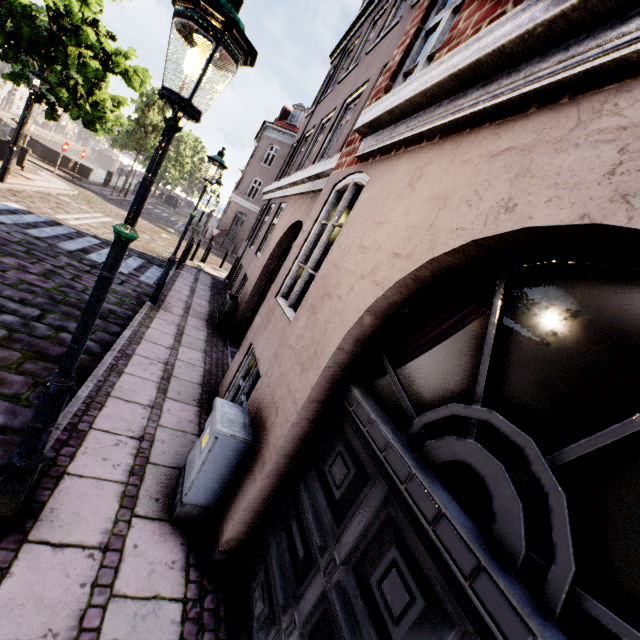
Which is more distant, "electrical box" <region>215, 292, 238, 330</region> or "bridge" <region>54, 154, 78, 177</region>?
"bridge" <region>54, 154, 78, 177</region>

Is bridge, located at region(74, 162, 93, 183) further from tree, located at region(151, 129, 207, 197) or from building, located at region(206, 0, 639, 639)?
building, located at region(206, 0, 639, 639)

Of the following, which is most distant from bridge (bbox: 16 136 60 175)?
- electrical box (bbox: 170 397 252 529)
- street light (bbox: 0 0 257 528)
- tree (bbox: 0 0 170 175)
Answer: electrical box (bbox: 170 397 252 529)

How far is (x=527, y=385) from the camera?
1.45m

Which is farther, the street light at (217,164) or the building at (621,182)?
the street light at (217,164)

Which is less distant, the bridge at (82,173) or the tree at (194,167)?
the bridge at (82,173)

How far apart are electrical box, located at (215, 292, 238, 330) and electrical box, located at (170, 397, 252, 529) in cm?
537

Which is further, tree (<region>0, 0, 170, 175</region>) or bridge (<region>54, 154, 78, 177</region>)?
bridge (<region>54, 154, 78, 177</region>)
